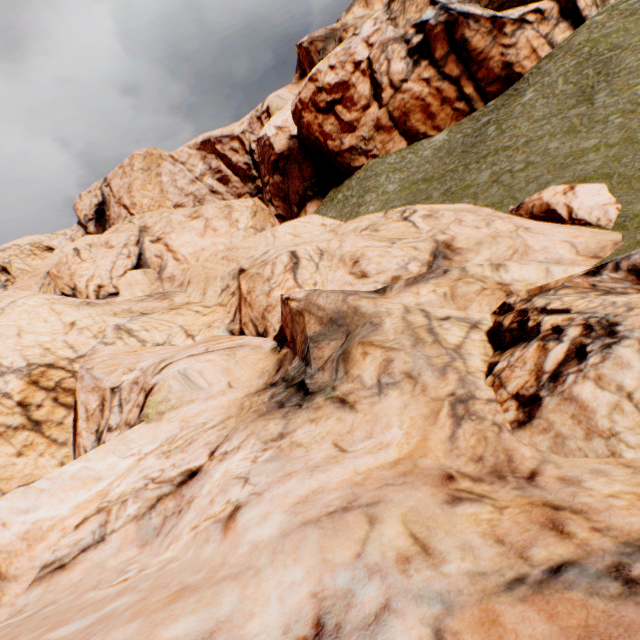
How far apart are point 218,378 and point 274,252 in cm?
725
